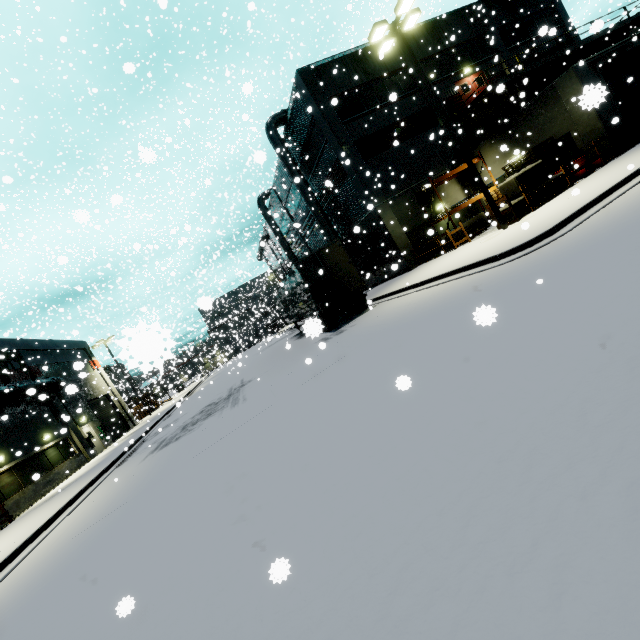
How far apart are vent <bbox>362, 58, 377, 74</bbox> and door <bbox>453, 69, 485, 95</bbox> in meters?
5.9

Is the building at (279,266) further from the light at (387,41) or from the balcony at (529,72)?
the light at (387,41)

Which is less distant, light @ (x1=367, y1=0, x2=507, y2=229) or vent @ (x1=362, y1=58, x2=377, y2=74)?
light @ (x1=367, y1=0, x2=507, y2=229)

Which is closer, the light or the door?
the light

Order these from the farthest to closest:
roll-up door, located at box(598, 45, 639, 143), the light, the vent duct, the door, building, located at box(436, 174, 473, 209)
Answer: the vent duct < the door < building, located at box(436, 174, 473, 209) < roll-up door, located at box(598, 45, 639, 143) < the light

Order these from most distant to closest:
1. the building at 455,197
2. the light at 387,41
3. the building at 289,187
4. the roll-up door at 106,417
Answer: the building at 289,187
the roll-up door at 106,417
the building at 455,197
the light at 387,41

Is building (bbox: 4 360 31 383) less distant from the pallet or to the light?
the pallet

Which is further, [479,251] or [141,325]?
[479,251]
